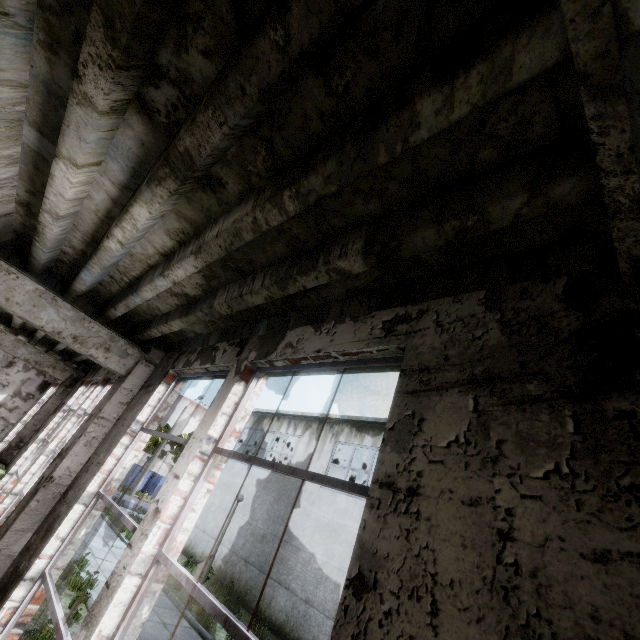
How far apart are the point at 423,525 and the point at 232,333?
3.0m

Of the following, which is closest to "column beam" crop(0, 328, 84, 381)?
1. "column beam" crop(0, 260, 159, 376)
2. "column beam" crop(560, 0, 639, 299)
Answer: "column beam" crop(0, 260, 159, 376)

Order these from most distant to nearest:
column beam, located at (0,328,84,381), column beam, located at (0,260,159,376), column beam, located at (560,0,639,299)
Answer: column beam, located at (0,328,84,381) < column beam, located at (0,260,159,376) < column beam, located at (560,0,639,299)

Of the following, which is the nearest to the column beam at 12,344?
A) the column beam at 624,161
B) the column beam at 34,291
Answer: the column beam at 34,291

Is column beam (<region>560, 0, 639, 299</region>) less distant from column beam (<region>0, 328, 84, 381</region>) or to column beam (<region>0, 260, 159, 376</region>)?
column beam (<region>0, 260, 159, 376</region>)
